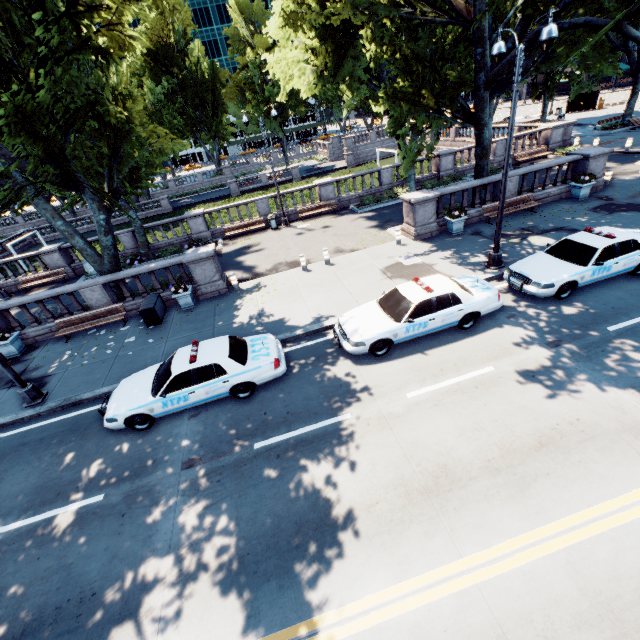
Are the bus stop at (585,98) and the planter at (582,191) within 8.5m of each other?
no

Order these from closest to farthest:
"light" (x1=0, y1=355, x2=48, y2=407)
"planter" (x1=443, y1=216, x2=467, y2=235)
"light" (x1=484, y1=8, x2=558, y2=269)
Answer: "light" (x1=484, y1=8, x2=558, y2=269), "light" (x1=0, y1=355, x2=48, y2=407), "planter" (x1=443, y1=216, x2=467, y2=235)

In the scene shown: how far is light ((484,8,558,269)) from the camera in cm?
835

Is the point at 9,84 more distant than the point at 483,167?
No

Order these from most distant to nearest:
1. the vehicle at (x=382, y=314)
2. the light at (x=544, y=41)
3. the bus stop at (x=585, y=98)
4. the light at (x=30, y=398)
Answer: the bus stop at (x=585, y=98) < the light at (x=30, y=398) < the vehicle at (x=382, y=314) < the light at (x=544, y=41)

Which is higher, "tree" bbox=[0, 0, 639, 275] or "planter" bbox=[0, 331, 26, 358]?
"tree" bbox=[0, 0, 639, 275]

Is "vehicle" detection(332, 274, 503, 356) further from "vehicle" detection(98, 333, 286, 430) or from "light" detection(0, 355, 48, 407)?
"light" detection(0, 355, 48, 407)

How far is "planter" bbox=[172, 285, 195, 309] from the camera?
14.39m
